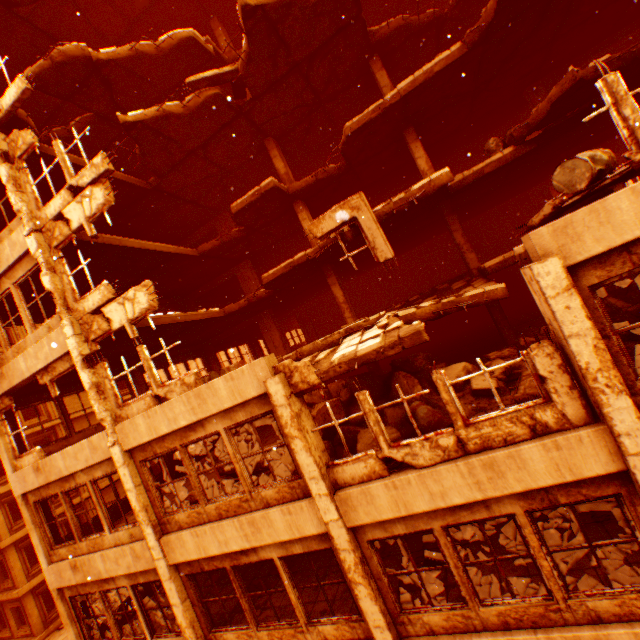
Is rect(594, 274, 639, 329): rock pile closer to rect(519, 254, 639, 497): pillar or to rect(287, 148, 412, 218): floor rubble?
rect(519, 254, 639, 497): pillar

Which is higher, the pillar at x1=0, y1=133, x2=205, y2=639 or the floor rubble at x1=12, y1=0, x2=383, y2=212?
the floor rubble at x1=12, y1=0, x2=383, y2=212

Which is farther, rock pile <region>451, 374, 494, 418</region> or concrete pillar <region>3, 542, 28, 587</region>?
concrete pillar <region>3, 542, 28, 587</region>

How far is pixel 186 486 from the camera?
11.92m

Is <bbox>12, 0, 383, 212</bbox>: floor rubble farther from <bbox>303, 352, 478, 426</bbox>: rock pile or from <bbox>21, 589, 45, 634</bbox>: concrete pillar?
<bbox>21, 589, 45, 634</bbox>: concrete pillar

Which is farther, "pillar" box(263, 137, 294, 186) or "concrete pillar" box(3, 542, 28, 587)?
"concrete pillar" box(3, 542, 28, 587)

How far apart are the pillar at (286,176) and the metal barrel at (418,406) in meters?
10.2

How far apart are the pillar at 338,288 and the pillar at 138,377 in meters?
9.6
